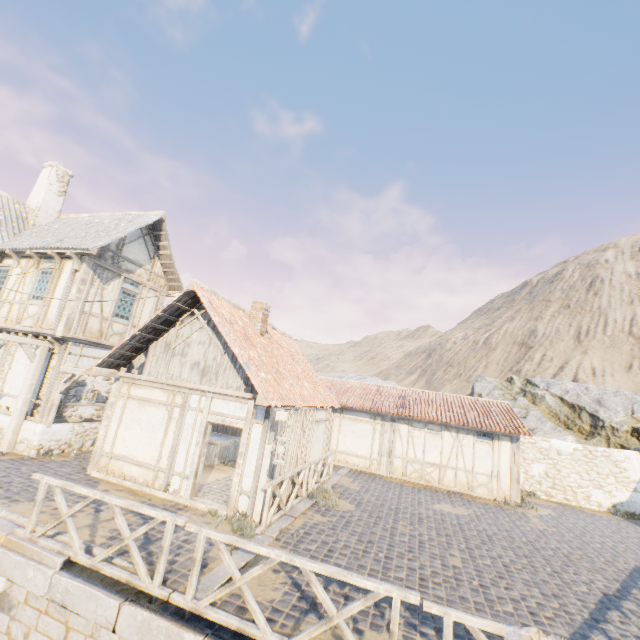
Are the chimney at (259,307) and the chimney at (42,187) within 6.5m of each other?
no

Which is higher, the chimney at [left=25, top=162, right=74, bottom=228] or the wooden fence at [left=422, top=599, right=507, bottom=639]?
the chimney at [left=25, top=162, right=74, bottom=228]

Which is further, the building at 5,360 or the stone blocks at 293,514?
the building at 5,360

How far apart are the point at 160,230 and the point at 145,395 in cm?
799

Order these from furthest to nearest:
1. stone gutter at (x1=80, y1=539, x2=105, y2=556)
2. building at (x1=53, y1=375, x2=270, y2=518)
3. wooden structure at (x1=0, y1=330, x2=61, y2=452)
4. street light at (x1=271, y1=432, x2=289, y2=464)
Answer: wooden structure at (x1=0, y1=330, x2=61, y2=452)
building at (x1=53, y1=375, x2=270, y2=518)
street light at (x1=271, y1=432, x2=289, y2=464)
stone gutter at (x1=80, y1=539, x2=105, y2=556)

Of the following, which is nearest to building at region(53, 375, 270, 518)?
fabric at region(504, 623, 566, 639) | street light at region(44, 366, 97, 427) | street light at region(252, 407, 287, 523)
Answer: street light at region(252, 407, 287, 523)

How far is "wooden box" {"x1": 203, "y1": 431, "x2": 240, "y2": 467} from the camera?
12.6m

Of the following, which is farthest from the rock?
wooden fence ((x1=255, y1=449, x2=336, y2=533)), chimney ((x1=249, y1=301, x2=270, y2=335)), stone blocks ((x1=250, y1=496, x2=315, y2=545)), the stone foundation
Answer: chimney ((x1=249, y1=301, x2=270, y2=335))
